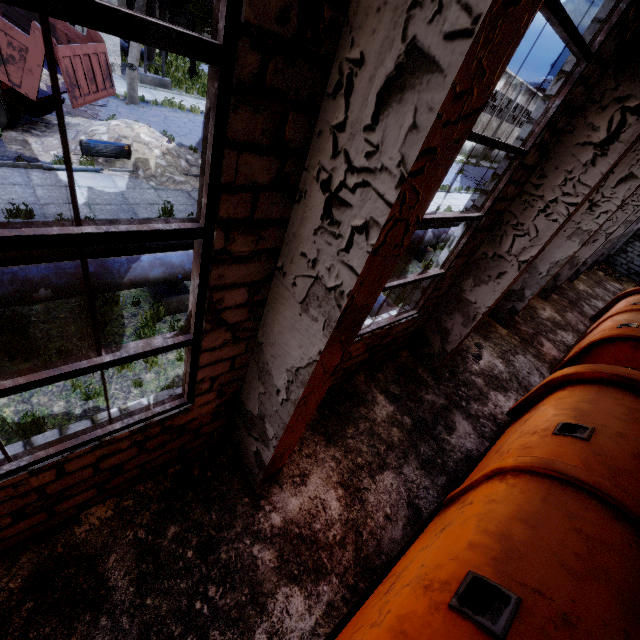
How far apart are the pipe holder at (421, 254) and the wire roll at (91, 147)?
9.9 meters

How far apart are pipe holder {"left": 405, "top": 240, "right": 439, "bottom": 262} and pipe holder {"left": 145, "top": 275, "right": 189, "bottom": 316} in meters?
9.2 m

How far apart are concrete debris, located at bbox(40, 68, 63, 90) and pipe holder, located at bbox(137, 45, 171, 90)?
10.0 meters

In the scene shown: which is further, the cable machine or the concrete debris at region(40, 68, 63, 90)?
the concrete debris at region(40, 68, 63, 90)

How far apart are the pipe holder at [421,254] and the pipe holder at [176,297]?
9.18m

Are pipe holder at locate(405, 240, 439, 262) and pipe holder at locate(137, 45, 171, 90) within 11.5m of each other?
no

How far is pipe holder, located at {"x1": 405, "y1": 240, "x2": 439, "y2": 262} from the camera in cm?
1253

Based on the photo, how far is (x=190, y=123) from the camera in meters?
16.6
